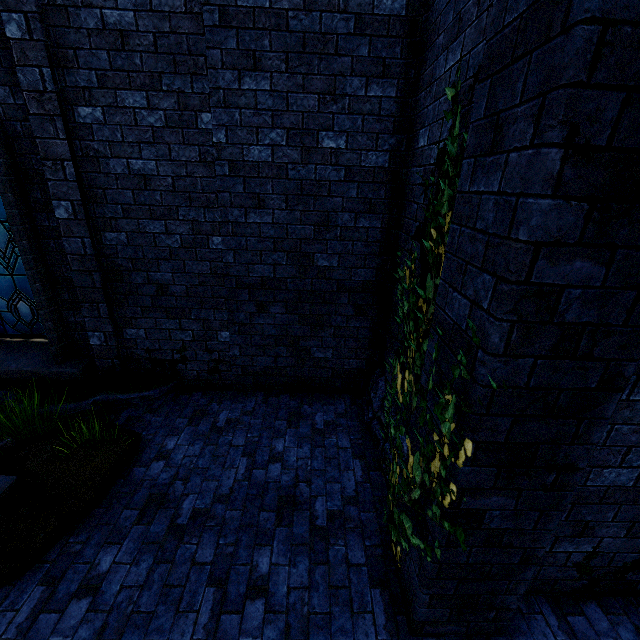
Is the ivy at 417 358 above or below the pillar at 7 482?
above

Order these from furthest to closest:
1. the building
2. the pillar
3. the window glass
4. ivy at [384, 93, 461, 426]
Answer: the window glass < the pillar < ivy at [384, 93, 461, 426] < the building

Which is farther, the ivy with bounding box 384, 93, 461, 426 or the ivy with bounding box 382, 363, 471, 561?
the ivy with bounding box 384, 93, 461, 426

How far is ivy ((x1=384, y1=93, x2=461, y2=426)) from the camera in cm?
250

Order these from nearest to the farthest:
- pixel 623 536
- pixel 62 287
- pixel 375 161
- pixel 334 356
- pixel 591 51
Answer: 1. pixel 591 51
2. pixel 623 536
3. pixel 375 161
4. pixel 62 287
5. pixel 334 356

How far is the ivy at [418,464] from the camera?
1.8 meters

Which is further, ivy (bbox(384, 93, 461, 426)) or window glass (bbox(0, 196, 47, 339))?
window glass (bbox(0, 196, 47, 339))
